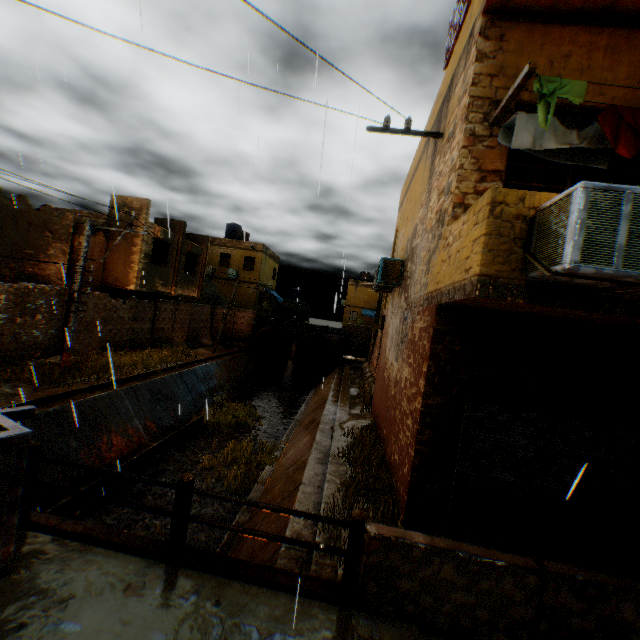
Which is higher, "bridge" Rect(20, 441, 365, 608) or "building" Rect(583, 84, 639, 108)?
"building" Rect(583, 84, 639, 108)

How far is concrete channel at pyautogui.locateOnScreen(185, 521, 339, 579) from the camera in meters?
5.1 m

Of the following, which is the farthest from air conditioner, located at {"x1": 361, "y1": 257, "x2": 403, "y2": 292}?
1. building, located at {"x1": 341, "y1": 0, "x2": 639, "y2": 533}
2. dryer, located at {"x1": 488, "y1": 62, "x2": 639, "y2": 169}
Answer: dryer, located at {"x1": 488, "y1": 62, "x2": 639, "y2": 169}

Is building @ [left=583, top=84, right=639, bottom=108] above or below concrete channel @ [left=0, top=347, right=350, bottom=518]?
above

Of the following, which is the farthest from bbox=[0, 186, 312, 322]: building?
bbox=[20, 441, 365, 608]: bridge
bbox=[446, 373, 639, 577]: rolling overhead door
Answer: bbox=[20, 441, 365, 608]: bridge

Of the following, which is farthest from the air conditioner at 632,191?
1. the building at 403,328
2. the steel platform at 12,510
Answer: the steel platform at 12,510

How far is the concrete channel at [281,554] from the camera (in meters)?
5.07

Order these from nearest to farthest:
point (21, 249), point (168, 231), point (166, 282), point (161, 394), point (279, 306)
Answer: point (21, 249) < point (161, 394) < point (168, 231) < point (166, 282) < point (279, 306)
